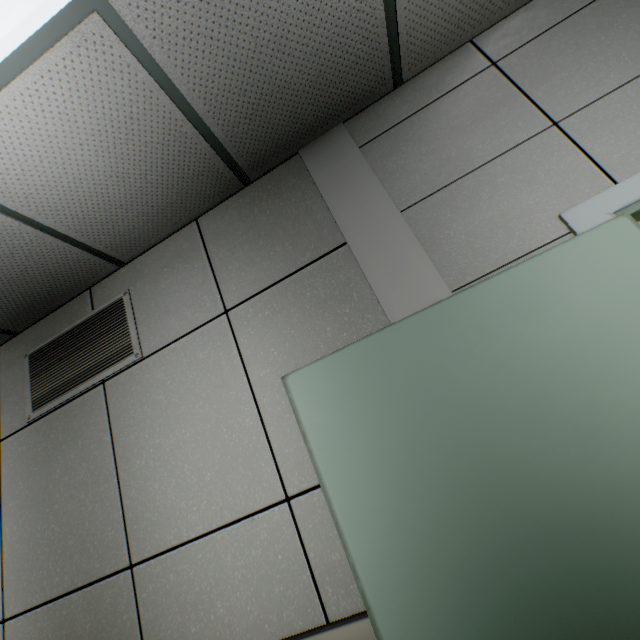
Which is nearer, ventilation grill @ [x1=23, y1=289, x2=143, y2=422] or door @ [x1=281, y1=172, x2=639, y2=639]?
door @ [x1=281, y1=172, x2=639, y2=639]

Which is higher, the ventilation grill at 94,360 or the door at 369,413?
the ventilation grill at 94,360

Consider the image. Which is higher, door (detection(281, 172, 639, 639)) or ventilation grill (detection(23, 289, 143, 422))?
ventilation grill (detection(23, 289, 143, 422))

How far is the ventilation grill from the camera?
2.0 meters

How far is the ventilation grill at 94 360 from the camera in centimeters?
197cm

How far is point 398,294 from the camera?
1.5 meters
